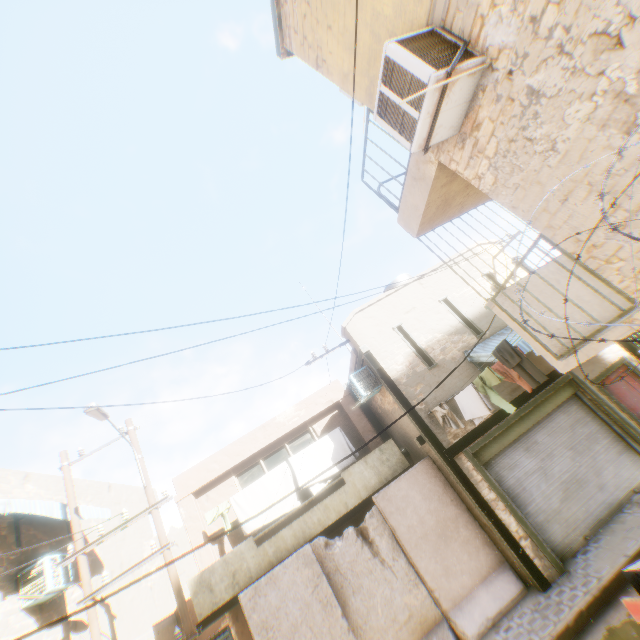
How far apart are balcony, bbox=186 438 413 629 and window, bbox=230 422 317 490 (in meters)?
1.14

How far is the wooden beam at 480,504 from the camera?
7.2m

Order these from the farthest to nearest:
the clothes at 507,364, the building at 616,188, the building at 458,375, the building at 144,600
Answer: the building at 144,600 < the building at 458,375 < the clothes at 507,364 < the building at 616,188

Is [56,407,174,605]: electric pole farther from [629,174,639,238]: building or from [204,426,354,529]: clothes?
[204,426,354,529]: clothes

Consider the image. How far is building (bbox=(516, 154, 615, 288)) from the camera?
3.0m

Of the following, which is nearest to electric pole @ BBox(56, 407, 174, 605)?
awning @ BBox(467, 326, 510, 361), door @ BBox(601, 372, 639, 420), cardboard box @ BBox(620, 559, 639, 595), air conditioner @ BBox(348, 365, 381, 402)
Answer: air conditioner @ BBox(348, 365, 381, 402)

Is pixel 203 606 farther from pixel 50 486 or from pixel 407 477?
pixel 50 486

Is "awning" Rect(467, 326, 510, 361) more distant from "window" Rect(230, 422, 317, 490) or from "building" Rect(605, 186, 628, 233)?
"window" Rect(230, 422, 317, 490)
